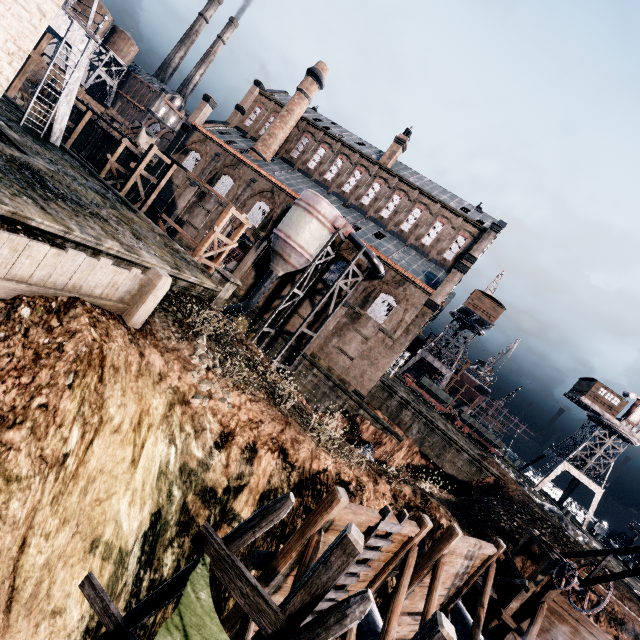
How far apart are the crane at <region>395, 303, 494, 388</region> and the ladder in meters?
45.4 m

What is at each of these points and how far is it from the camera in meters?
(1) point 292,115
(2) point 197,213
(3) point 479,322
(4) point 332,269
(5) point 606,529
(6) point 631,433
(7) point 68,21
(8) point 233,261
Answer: (1) chimney, 40.1
(2) building, 38.6
(3) crane, 51.4
(4) building, 34.0
(5) ship, 48.8
(6) crane, 43.0
(7) crane, 18.3
(8) ship construction, 37.4

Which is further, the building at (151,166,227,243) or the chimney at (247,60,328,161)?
the chimney at (247,60,328,161)

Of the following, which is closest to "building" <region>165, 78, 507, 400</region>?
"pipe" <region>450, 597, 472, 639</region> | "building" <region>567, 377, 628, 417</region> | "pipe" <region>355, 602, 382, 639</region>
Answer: "pipe" <region>450, 597, 472, 639</region>

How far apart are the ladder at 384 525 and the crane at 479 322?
45.41m

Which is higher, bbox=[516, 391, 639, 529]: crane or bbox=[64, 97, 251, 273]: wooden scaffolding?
bbox=[516, 391, 639, 529]: crane

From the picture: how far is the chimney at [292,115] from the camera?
39.8m

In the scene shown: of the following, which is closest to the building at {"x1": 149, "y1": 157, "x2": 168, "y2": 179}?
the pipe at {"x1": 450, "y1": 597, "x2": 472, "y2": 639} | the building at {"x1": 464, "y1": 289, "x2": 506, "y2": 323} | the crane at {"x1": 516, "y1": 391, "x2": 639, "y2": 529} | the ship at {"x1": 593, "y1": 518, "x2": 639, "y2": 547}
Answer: the building at {"x1": 464, "y1": 289, "x2": 506, "y2": 323}
